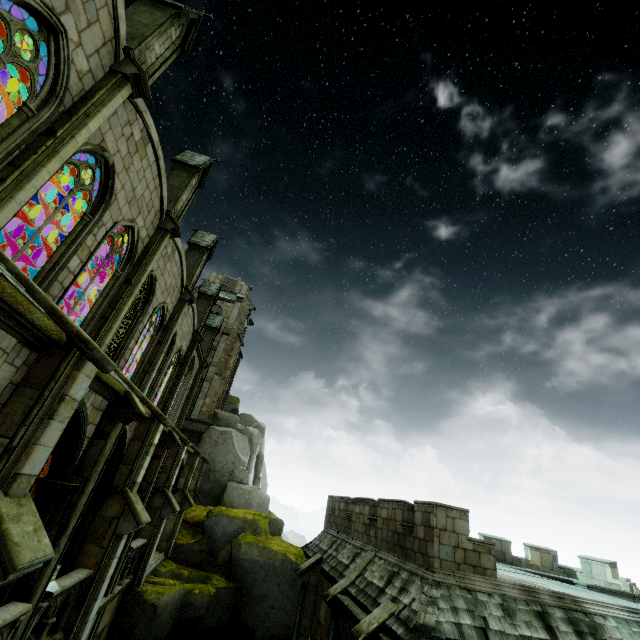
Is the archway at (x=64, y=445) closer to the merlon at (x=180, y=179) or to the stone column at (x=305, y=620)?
the stone column at (x=305, y=620)

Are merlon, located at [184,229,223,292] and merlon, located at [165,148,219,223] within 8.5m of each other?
yes

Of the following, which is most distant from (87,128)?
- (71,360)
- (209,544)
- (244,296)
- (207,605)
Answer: (244,296)

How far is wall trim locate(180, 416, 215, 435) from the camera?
29.0m

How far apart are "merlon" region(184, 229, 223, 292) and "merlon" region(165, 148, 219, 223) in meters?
4.6 m

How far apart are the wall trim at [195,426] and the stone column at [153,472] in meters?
16.9

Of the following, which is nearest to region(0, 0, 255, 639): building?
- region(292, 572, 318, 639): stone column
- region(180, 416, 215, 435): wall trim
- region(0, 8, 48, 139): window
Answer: region(0, 8, 48, 139): window

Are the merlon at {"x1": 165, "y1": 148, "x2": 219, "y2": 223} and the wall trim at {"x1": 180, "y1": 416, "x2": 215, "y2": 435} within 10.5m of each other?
no
